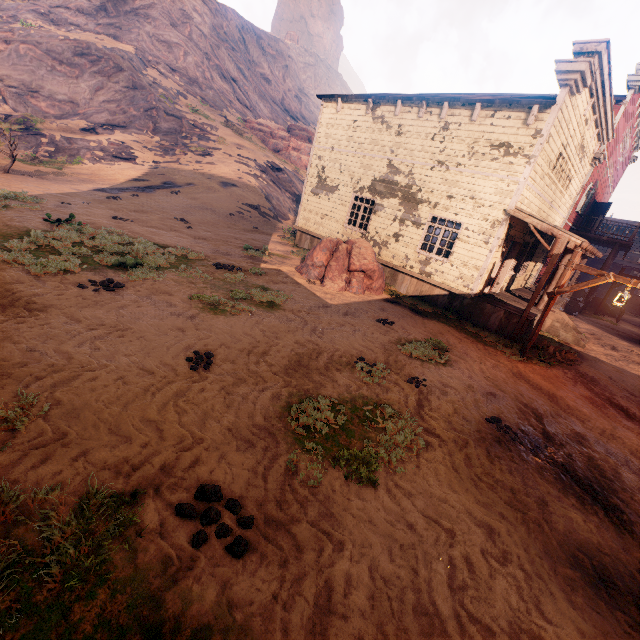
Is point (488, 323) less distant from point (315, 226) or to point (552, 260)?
point (552, 260)

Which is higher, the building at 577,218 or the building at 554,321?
the building at 577,218

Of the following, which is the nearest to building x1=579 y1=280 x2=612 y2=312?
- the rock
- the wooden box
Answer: the wooden box

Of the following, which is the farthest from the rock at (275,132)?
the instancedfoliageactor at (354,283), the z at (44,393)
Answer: the instancedfoliageactor at (354,283)

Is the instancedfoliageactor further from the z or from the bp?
the bp

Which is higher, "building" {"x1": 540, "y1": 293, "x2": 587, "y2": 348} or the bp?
the bp

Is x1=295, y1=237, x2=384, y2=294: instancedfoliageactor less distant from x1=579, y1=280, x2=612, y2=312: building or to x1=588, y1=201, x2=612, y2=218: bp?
x1=579, y1=280, x2=612, y2=312: building

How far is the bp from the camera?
21.8m
